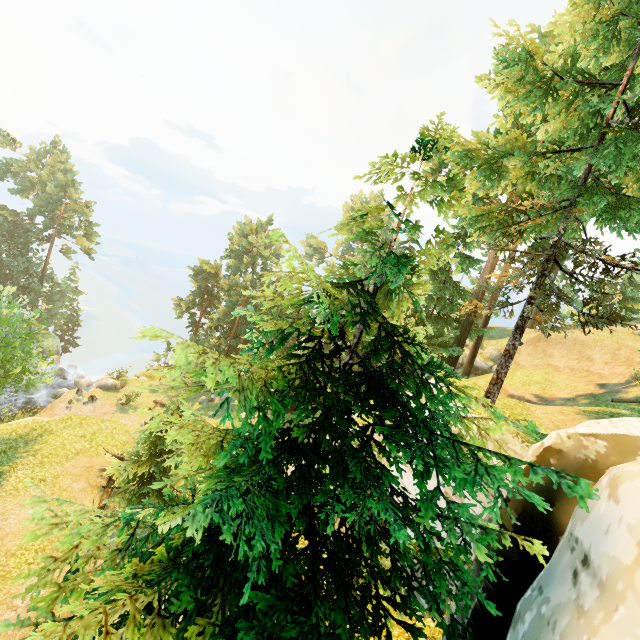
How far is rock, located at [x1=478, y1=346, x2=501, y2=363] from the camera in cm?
3428

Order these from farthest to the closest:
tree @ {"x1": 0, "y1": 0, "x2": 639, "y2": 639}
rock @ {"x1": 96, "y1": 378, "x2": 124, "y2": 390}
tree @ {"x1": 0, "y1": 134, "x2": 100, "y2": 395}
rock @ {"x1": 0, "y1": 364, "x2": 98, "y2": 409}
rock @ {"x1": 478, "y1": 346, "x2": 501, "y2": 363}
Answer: rock @ {"x1": 96, "y1": 378, "x2": 124, "y2": 390}
rock @ {"x1": 478, "y1": 346, "x2": 501, "y2": 363}
rock @ {"x1": 0, "y1": 364, "x2": 98, "y2": 409}
tree @ {"x1": 0, "y1": 134, "x2": 100, "y2": 395}
tree @ {"x1": 0, "y1": 0, "x2": 639, "y2": 639}

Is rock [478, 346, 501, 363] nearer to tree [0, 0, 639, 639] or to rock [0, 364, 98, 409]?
tree [0, 0, 639, 639]

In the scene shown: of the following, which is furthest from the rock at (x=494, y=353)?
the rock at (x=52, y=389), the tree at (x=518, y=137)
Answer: the rock at (x=52, y=389)

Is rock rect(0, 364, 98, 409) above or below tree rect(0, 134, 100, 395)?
below

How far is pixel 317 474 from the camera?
4.0 meters

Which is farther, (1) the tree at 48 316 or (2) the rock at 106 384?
(2) the rock at 106 384
